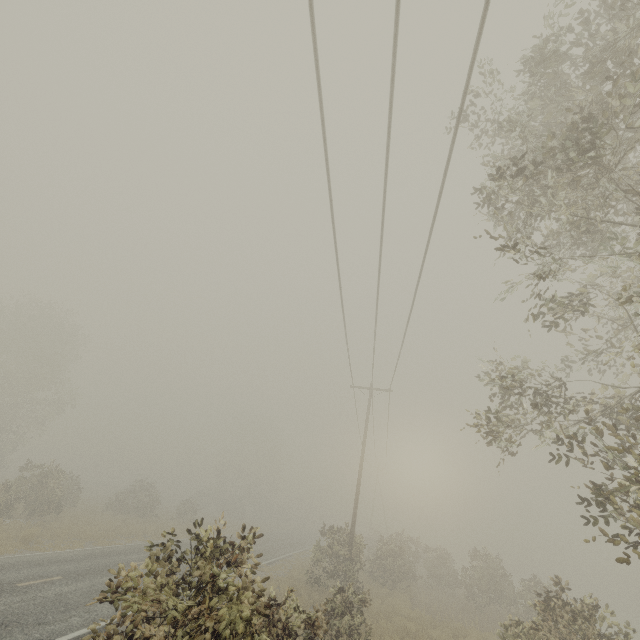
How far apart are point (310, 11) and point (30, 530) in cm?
2419

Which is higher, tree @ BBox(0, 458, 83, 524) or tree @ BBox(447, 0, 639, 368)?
tree @ BBox(447, 0, 639, 368)

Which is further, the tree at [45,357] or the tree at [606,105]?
the tree at [45,357]

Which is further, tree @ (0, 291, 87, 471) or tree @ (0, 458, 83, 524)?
tree @ (0, 291, 87, 471)

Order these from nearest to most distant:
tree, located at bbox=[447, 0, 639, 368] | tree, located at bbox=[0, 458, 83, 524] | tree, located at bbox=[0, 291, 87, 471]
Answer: tree, located at bbox=[447, 0, 639, 368] < tree, located at bbox=[0, 458, 83, 524] < tree, located at bbox=[0, 291, 87, 471]

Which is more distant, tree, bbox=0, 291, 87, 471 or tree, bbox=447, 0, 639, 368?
tree, bbox=0, 291, 87, 471
